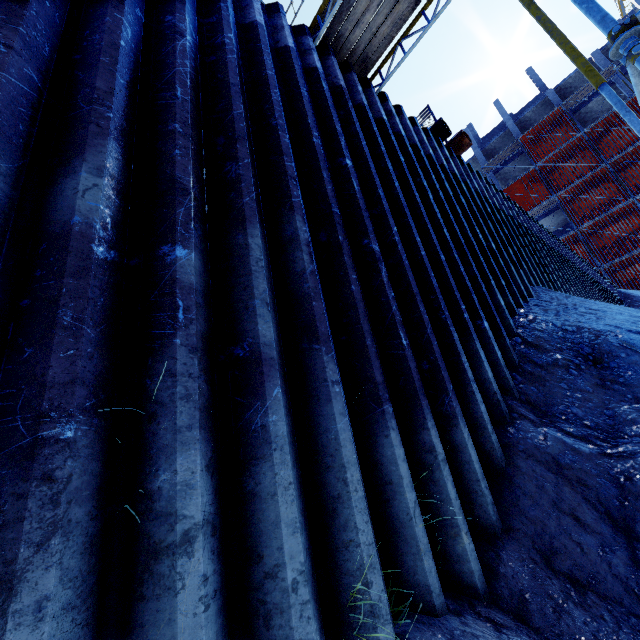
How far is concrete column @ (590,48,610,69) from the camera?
29.52m

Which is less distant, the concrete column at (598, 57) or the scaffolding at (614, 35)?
the scaffolding at (614, 35)

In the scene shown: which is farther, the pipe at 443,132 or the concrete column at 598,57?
the concrete column at 598,57

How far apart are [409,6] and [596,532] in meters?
7.5 m

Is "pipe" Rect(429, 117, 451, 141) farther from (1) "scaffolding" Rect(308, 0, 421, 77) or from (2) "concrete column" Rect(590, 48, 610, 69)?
(2) "concrete column" Rect(590, 48, 610, 69)

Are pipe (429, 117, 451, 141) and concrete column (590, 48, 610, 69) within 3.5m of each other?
no

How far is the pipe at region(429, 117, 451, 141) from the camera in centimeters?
764cm

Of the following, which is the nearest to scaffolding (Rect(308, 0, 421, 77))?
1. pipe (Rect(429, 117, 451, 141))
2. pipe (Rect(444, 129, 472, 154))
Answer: Result: pipe (Rect(444, 129, 472, 154))
